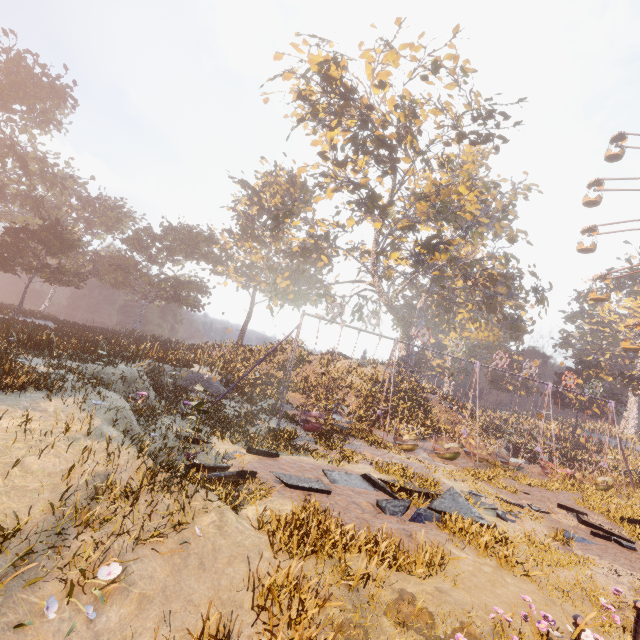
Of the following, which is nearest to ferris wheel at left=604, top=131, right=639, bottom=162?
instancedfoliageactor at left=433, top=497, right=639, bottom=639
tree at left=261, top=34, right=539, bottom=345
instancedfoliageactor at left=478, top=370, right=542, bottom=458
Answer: tree at left=261, top=34, right=539, bottom=345

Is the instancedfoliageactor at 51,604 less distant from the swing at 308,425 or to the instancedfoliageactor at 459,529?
the instancedfoliageactor at 459,529

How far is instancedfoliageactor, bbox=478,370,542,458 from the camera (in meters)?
30.77

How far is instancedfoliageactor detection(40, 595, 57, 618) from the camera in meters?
3.1 m

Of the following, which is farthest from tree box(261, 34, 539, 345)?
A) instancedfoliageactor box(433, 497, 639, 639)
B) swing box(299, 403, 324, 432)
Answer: instancedfoliageactor box(433, 497, 639, 639)

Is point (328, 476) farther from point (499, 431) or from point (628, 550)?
point (499, 431)

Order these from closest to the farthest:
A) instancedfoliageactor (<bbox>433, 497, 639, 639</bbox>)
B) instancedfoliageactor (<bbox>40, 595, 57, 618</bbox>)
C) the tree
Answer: instancedfoliageactor (<bbox>40, 595, 57, 618</bbox>) → instancedfoliageactor (<bbox>433, 497, 639, 639</bbox>) → the tree

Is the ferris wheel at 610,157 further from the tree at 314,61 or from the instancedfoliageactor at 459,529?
the instancedfoliageactor at 459,529
